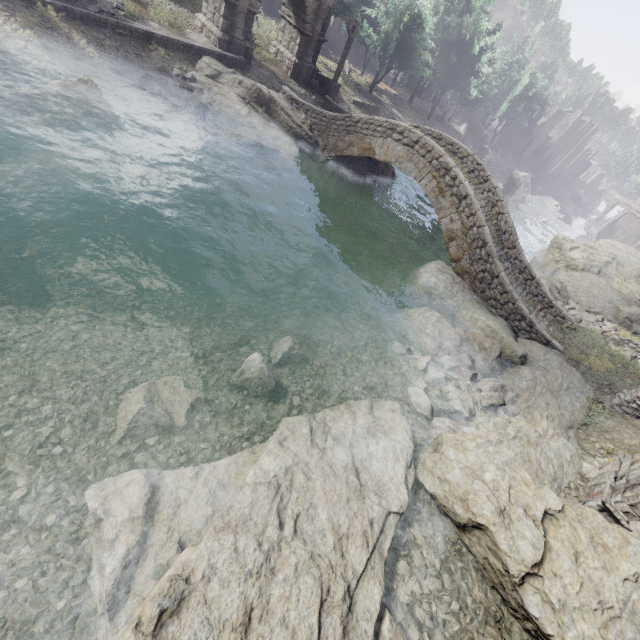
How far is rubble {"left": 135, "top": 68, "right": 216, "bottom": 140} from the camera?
14.9 meters

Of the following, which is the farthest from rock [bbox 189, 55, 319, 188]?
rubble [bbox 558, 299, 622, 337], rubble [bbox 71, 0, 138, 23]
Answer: rubble [bbox 558, 299, 622, 337]

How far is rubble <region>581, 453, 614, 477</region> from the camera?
9.16m

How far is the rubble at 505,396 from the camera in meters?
9.5

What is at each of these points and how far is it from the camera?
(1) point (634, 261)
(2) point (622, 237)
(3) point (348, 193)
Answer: (1) rock, 31.8 meters
(2) building, 54.9 meters
(3) rock, 18.8 meters

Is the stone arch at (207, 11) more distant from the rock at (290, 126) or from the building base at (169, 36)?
the rock at (290, 126)

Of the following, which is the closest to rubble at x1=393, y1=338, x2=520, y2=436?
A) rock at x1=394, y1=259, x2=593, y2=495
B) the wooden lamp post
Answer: rock at x1=394, y1=259, x2=593, y2=495

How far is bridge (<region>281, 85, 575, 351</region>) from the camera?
14.12m
